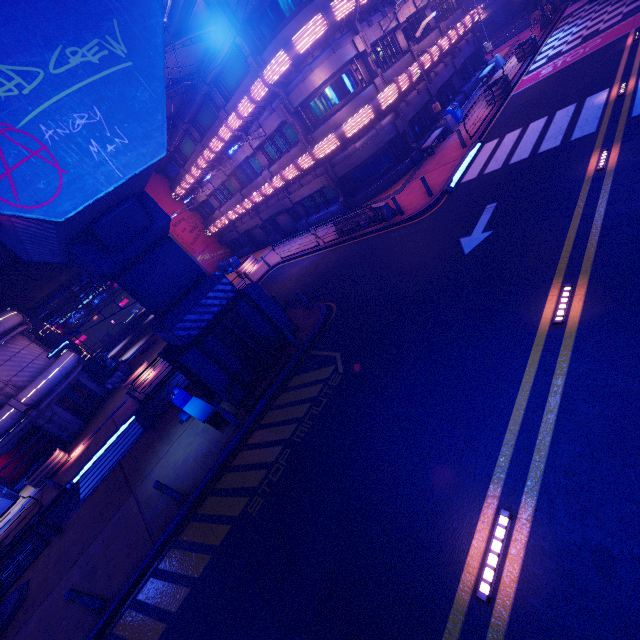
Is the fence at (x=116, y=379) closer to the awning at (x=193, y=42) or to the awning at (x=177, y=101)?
the awning at (x=177, y=101)

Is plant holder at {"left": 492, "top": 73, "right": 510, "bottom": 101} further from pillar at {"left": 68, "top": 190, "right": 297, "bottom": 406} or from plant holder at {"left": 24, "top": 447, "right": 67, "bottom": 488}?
plant holder at {"left": 24, "top": 447, "right": 67, "bottom": 488}

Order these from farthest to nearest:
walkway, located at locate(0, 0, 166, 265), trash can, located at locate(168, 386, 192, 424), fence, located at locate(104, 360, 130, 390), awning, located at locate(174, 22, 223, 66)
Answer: fence, located at locate(104, 360, 130, 390) < awning, located at locate(174, 22, 223, 66) < trash can, located at locate(168, 386, 192, 424) < walkway, located at locate(0, 0, 166, 265)

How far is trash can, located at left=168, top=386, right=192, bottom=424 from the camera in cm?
1353

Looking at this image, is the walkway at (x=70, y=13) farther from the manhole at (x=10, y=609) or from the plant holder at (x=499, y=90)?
the plant holder at (x=499, y=90)

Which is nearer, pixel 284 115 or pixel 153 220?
pixel 153 220

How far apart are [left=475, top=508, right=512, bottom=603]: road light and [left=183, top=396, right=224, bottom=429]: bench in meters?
9.0

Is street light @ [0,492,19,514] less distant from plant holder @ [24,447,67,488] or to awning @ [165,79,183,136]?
plant holder @ [24,447,67,488]
